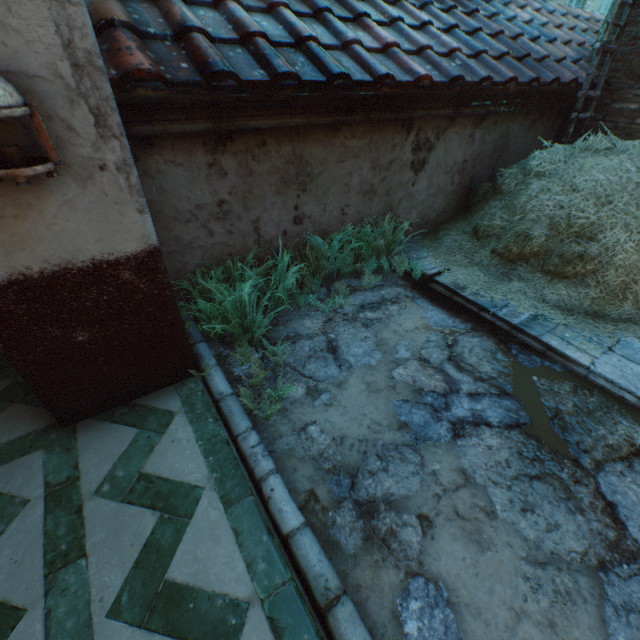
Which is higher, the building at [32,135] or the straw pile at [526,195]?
the building at [32,135]

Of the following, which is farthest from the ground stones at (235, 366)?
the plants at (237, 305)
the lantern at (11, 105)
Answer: the lantern at (11, 105)

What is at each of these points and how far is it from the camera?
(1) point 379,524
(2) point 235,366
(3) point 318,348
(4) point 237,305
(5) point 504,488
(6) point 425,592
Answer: (1) ground stones, 1.9 meters
(2) ground stones, 2.9 meters
(3) ground stones, 3.1 meters
(4) plants, 3.0 meters
(5) ground stones, 2.1 meters
(6) ground stones, 1.7 meters

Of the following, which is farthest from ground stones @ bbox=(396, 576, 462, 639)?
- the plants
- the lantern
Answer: the lantern

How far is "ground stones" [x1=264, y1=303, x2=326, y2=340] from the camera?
3.3 meters

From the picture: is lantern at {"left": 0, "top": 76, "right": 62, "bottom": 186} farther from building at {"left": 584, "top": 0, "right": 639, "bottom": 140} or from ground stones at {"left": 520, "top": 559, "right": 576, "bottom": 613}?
ground stones at {"left": 520, "top": 559, "right": 576, "bottom": 613}

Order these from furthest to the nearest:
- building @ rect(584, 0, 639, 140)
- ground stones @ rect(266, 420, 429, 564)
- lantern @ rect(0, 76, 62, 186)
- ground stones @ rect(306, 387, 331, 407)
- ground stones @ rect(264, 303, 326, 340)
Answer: building @ rect(584, 0, 639, 140), ground stones @ rect(264, 303, 326, 340), ground stones @ rect(306, 387, 331, 407), ground stones @ rect(266, 420, 429, 564), lantern @ rect(0, 76, 62, 186)

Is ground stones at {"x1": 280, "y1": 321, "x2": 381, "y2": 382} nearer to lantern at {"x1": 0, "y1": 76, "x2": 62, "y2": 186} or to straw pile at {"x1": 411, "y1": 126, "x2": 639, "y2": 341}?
straw pile at {"x1": 411, "y1": 126, "x2": 639, "y2": 341}
